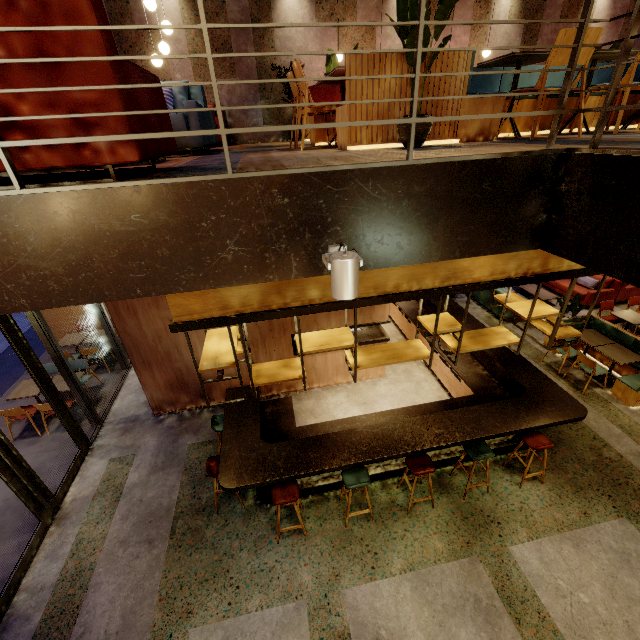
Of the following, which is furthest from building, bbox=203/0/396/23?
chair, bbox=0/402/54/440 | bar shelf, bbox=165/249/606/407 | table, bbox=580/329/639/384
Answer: A: chair, bbox=0/402/54/440

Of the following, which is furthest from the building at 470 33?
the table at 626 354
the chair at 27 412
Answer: the chair at 27 412

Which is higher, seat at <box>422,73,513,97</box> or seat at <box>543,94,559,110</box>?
seat at <box>422,73,513,97</box>

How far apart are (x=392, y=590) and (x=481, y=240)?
4.7m

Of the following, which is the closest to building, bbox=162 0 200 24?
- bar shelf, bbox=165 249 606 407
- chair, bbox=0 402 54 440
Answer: bar shelf, bbox=165 249 606 407

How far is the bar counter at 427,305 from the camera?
8.7 meters

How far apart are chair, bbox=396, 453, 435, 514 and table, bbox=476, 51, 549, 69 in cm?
448

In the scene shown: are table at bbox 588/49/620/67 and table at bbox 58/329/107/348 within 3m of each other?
no
